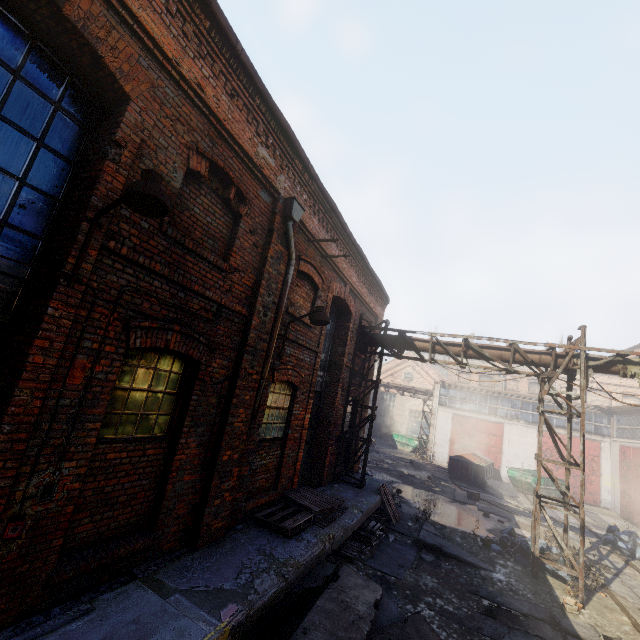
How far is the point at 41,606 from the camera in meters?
3.3 m

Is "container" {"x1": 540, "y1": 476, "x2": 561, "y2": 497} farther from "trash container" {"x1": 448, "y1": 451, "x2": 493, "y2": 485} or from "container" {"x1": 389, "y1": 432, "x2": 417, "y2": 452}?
"container" {"x1": 389, "y1": 432, "x2": 417, "y2": 452}

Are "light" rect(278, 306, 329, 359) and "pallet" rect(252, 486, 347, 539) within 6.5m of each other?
yes

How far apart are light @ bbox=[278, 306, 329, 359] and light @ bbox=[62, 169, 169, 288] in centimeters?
387cm

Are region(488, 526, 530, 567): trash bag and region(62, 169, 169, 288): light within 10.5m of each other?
no

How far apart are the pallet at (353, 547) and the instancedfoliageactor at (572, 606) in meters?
4.3 m

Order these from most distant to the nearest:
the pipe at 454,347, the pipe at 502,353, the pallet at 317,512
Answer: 1. the pipe at 454,347
2. the pipe at 502,353
3. the pallet at 317,512

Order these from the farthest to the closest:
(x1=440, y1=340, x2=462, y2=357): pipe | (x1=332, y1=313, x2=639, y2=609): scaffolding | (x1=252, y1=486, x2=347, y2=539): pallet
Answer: (x1=440, y1=340, x2=462, y2=357): pipe < (x1=332, y1=313, x2=639, y2=609): scaffolding < (x1=252, y1=486, x2=347, y2=539): pallet
